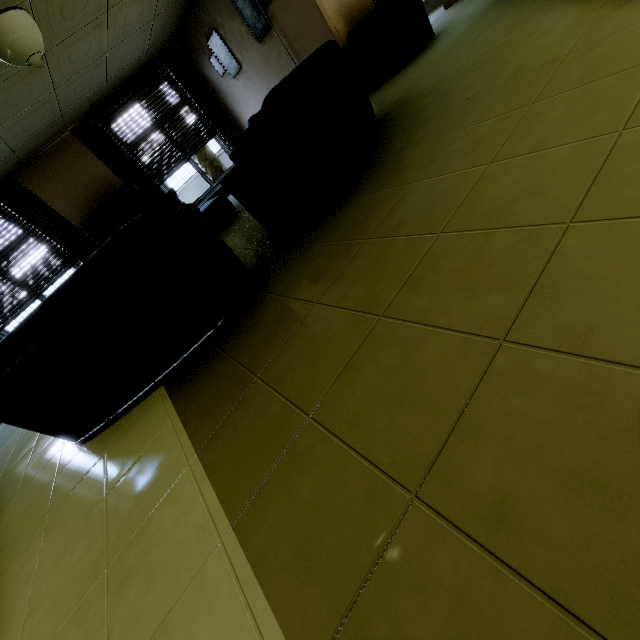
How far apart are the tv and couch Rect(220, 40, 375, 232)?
4.42m

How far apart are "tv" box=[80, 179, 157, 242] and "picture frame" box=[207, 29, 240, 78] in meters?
3.0

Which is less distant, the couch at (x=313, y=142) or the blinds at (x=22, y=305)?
the couch at (x=313, y=142)

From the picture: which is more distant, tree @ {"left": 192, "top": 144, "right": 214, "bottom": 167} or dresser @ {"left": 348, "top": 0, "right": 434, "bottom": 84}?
tree @ {"left": 192, "top": 144, "right": 214, "bottom": 167}

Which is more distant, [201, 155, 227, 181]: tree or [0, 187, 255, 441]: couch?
[201, 155, 227, 181]: tree

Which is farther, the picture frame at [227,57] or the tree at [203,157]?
the tree at [203,157]

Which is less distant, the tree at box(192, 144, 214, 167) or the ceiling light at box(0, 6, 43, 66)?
the ceiling light at box(0, 6, 43, 66)

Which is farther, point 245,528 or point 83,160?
point 83,160
